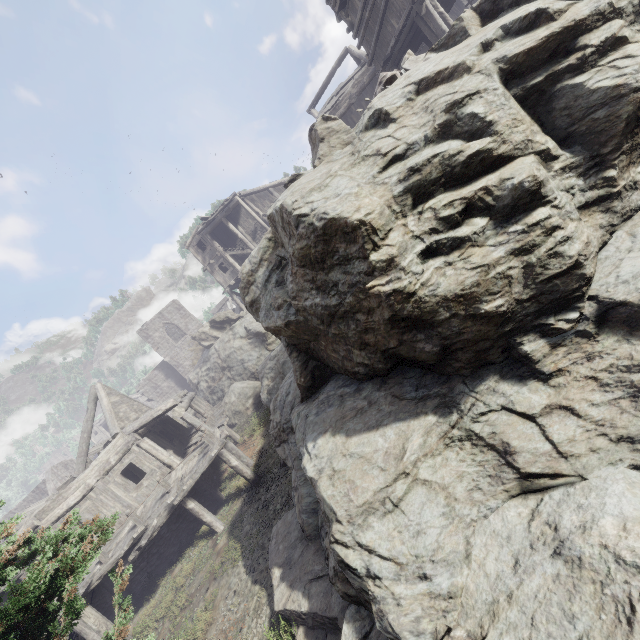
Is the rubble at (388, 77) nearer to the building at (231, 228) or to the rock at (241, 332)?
the rock at (241, 332)

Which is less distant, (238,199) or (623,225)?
(623,225)

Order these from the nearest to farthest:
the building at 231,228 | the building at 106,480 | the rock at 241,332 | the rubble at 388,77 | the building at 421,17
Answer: the rock at 241,332, the rubble at 388,77, the building at 421,17, the building at 106,480, the building at 231,228

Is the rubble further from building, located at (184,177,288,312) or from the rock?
building, located at (184,177,288,312)

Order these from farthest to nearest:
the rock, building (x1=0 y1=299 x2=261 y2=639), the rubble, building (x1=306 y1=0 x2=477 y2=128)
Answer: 1. building (x1=0 y1=299 x2=261 y2=639)
2. building (x1=306 y1=0 x2=477 y2=128)
3. the rubble
4. the rock

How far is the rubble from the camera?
5.9 meters

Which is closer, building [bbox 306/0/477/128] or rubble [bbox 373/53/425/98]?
rubble [bbox 373/53/425/98]
